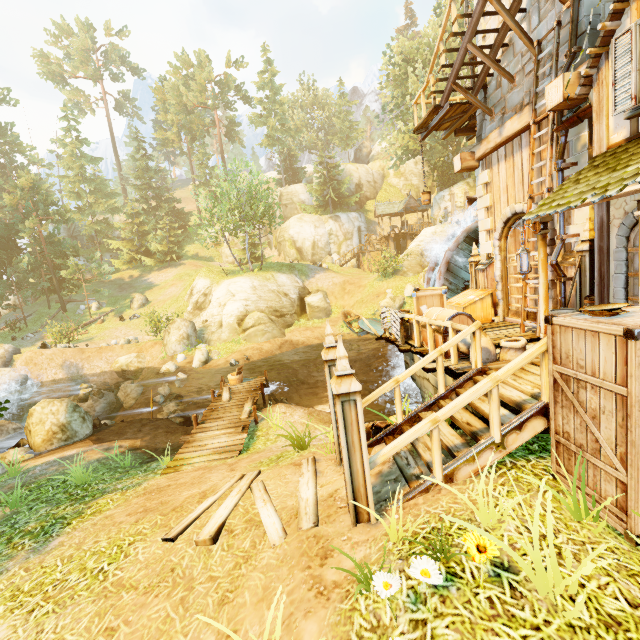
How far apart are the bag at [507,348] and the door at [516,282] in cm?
295

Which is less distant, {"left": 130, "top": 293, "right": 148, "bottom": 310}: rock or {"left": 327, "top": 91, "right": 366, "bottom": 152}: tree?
{"left": 130, "top": 293, "right": 148, "bottom": 310}: rock

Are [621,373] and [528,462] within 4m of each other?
yes

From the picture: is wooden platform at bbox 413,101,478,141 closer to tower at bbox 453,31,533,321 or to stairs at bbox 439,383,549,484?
tower at bbox 453,31,533,321

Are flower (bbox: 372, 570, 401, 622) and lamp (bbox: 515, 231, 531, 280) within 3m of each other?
no

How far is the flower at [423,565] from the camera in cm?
251

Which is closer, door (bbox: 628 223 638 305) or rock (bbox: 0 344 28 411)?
door (bbox: 628 223 638 305)

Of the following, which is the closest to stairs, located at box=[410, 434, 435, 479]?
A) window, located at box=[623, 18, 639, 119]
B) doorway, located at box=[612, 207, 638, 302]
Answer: doorway, located at box=[612, 207, 638, 302]
